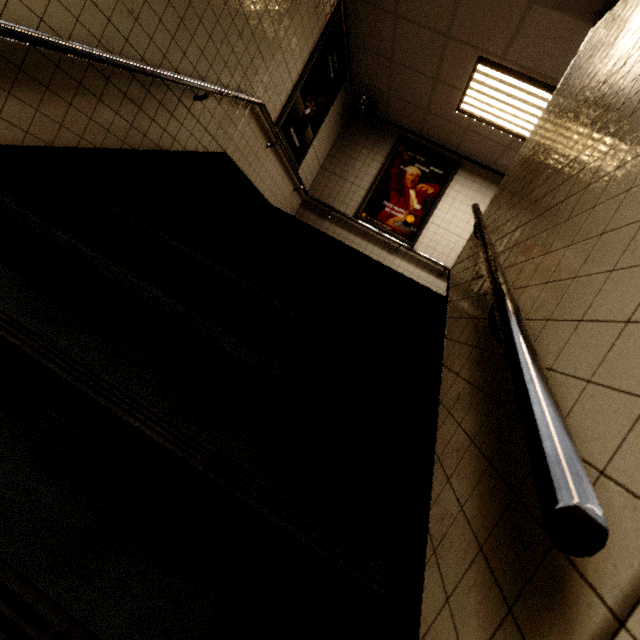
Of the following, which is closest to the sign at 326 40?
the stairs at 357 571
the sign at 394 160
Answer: the stairs at 357 571

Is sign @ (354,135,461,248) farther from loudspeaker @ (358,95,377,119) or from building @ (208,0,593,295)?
loudspeaker @ (358,95,377,119)

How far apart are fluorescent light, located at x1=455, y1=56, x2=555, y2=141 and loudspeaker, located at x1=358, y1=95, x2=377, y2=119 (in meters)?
1.46

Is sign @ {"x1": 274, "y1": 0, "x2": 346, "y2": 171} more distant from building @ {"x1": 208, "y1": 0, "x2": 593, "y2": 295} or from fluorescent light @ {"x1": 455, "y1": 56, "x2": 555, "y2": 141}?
fluorescent light @ {"x1": 455, "y1": 56, "x2": 555, "y2": 141}

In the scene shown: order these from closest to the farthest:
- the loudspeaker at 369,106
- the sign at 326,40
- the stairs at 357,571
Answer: the stairs at 357,571 < the sign at 326,40 < the loudspeaker at 369,106

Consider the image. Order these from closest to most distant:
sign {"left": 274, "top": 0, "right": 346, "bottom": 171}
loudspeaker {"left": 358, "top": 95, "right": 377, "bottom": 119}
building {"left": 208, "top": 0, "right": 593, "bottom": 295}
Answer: building {"left": 208, "top": 0, "right": 593, "bottom": 295}
sign {"left": 274, "top": 0, "right": 346, "bottom": 171}
loudspeaker {"left": 358, "top": 95, "right": 377, "bottom": 119}

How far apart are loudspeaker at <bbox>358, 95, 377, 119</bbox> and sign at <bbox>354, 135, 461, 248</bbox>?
0.6 meters

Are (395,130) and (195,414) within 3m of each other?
no
